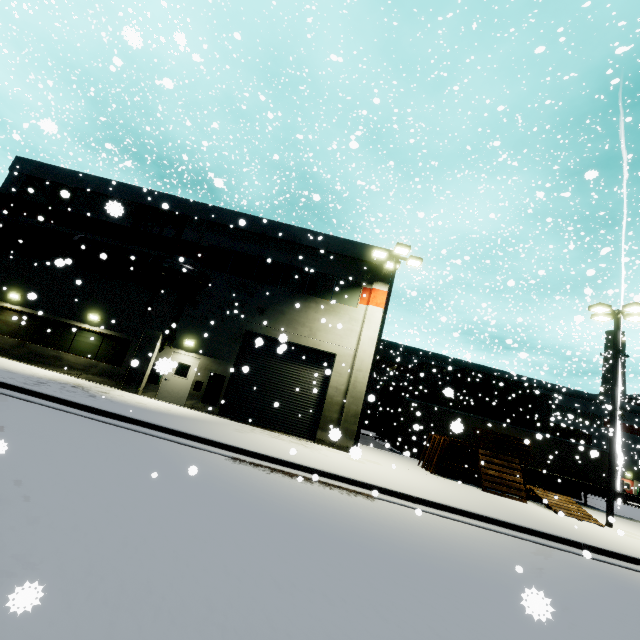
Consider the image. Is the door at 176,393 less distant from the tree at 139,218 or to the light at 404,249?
the tree at 139,218

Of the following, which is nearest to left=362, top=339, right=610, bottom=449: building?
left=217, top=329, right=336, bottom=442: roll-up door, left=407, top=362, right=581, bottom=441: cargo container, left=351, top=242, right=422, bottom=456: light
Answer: left=217, top=329, right=336, bottom=442: roll-up door

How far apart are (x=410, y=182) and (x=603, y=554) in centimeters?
2804cm

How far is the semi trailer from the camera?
18.8 meters

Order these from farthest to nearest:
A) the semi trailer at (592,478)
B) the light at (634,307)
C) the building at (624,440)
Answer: the building at (624,440) < the semi trailer at (592,478) < the light at (634,307)

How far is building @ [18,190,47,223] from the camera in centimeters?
1816cm

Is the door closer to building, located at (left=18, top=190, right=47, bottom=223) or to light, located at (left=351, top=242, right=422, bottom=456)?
building, located at (left=18, top=190, right=47, bottom=223)

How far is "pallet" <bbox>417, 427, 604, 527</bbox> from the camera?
14.0m
